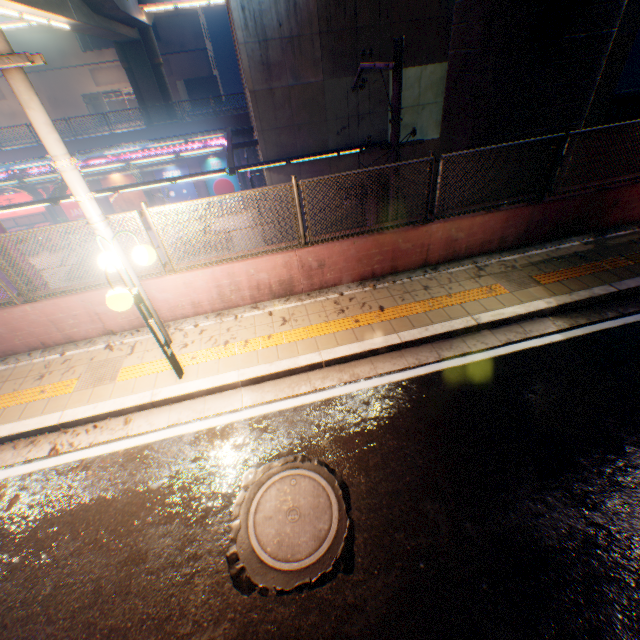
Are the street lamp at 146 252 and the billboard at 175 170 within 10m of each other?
no

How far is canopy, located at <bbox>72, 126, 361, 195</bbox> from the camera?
13.4 meters

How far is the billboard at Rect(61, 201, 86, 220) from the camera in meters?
24.8 m

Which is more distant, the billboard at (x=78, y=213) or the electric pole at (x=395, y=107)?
the billboard at (x=78, y=213)

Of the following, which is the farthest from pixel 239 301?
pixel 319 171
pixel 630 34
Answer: pixel 630 34

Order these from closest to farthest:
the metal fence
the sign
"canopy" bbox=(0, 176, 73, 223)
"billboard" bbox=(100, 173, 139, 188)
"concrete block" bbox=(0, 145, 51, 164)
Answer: the metal fence < "canopy" bbox=(0, 176, 73, 223) < "concrete block" bbox=(0, 145, 51, 164) < the sign < "billboard" bbox=(100, 173, 139, 188)

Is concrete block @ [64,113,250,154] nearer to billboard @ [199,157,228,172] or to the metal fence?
the metal fence

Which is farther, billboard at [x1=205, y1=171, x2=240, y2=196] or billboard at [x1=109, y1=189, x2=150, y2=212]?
billboard at [x1=205, y1=171, x2=240, y2=196]
